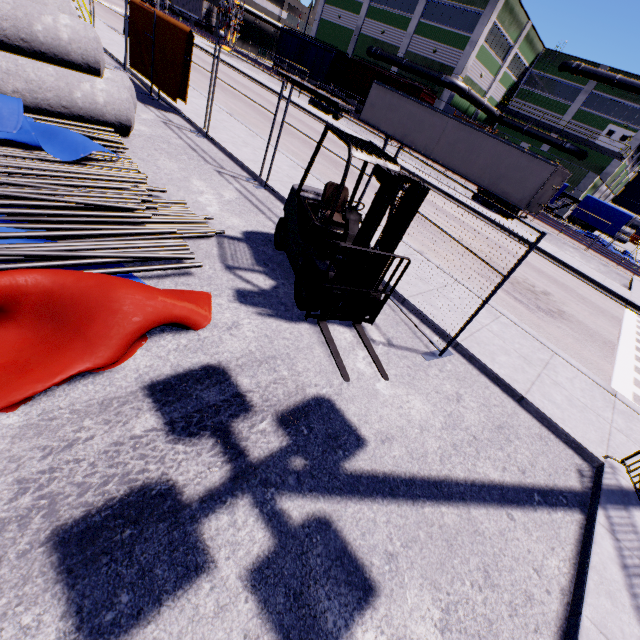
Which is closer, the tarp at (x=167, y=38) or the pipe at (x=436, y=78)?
the tarp at (x=167, y=38)

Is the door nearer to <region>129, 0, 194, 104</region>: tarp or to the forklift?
<region>129, 0, 194, 104</region>: tarp

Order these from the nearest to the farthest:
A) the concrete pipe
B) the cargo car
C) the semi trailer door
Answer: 1. the concrete pipe
2. the semi trailer door
3. the cargo car

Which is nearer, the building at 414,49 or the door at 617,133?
the building at 414,49

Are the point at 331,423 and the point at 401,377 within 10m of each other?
yes

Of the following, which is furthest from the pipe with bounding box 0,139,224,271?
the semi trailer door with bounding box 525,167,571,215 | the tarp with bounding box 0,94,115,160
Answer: the semi trailer door with bounding box 525,167,571,215

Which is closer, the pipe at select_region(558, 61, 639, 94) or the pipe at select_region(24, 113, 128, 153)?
the pipe at select_region(24, 113, 128, 153)

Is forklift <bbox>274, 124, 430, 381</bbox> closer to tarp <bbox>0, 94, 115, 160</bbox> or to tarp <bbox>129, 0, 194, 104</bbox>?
tarp <bbox>0, 94, 115, 160</bbox>
